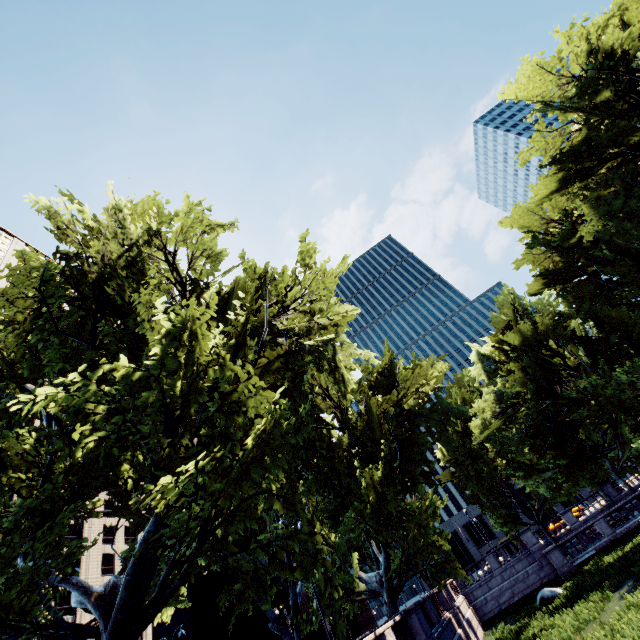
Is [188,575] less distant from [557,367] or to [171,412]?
[171,412]

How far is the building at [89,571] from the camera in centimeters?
4512cm

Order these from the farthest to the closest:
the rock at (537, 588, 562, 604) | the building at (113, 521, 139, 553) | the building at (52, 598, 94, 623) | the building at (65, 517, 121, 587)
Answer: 1. the building at (113, 521, 139, 553)
2. the building at (65, 517, 121, 587)
3. the building at (52, 598, 94, 623)
4. the rock at (537, 588, 562, 604)

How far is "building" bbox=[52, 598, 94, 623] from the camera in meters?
40.5 m

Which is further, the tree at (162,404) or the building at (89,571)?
the building at (89,571)

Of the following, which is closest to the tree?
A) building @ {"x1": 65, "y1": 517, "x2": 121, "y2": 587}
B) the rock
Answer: building @ {"x1": 65, "y1": 517, "x2": 121, "y2": 587}

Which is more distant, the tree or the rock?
the rock
